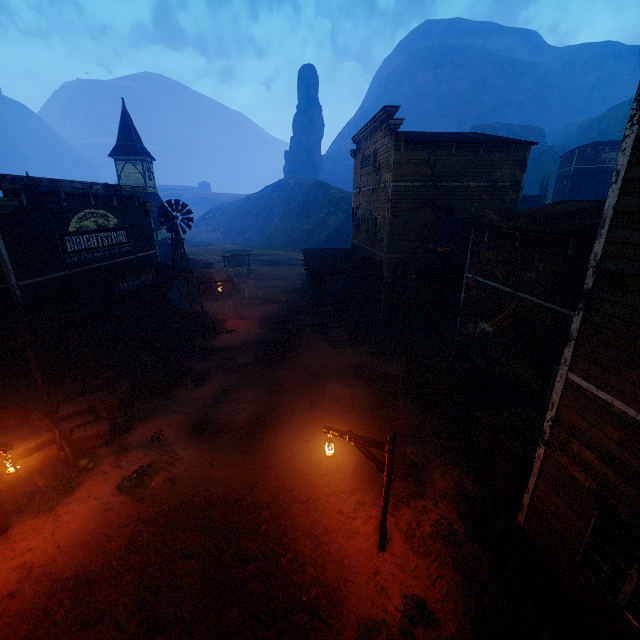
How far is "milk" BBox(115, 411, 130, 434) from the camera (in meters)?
11.58

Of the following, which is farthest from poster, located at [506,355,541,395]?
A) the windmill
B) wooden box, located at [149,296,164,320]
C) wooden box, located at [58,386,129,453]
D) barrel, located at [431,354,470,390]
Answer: the windmill

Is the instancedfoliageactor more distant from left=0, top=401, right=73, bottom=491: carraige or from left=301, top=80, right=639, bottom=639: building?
left=0, top=401, right=73, bottom=491: carraige

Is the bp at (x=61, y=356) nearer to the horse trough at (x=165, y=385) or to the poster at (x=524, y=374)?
the horse trough at (x=165, y=385)

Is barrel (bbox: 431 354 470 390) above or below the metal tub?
above

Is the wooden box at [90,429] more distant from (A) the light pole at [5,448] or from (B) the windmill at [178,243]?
(B) the windmill at [178,243]

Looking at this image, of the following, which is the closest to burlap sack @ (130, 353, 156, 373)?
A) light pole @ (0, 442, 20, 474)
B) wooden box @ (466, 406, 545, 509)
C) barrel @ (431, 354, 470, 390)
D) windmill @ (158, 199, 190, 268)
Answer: light pole @ (0, 442, 20, 474)

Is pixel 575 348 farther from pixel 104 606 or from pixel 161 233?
pixel 161 233
